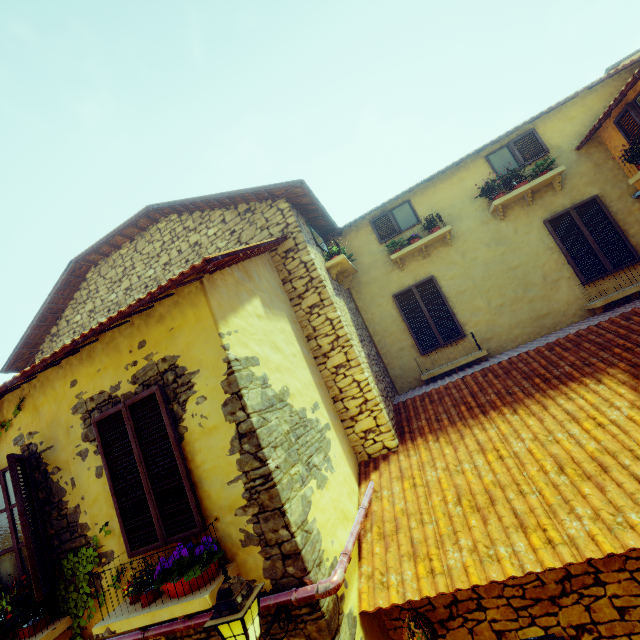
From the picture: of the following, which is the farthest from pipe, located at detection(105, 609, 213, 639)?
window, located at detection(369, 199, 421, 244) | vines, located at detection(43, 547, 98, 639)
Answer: window, located at detection(369, 199, 421, 244)

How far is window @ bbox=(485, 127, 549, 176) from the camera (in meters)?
7.34

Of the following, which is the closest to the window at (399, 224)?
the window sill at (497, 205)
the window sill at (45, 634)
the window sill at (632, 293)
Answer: the window sill at (497, 205)

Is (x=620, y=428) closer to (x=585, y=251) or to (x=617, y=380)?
(x=617, y=380)

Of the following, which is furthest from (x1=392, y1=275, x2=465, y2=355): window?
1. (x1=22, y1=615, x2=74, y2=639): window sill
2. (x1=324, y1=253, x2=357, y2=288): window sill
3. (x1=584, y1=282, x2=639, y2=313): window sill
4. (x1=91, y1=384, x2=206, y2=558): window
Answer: (x1=22, y1=615, x2=74, y2=639): window sill

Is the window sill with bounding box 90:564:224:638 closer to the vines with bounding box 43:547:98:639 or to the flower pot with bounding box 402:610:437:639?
the vines with bounding box 43:547:98:639

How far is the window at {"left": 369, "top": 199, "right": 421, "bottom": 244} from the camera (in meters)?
8.16

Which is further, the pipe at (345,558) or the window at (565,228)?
the window at (565,228)
